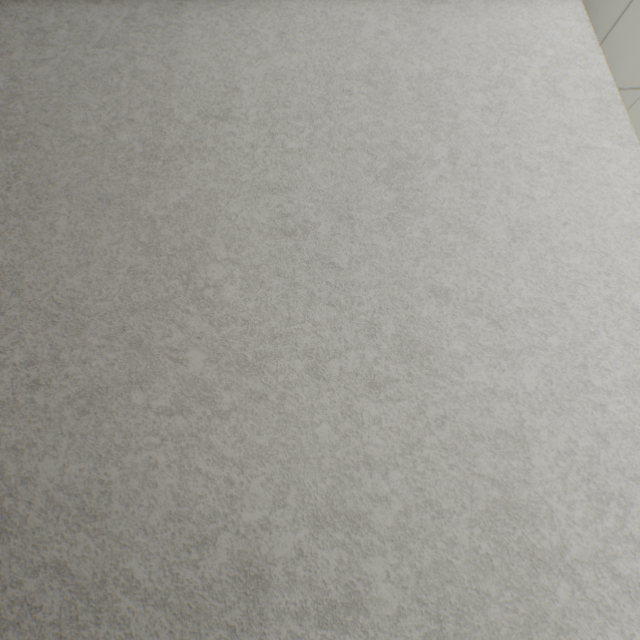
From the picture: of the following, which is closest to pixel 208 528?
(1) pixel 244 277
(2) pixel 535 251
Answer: (1) pixel 244 277
